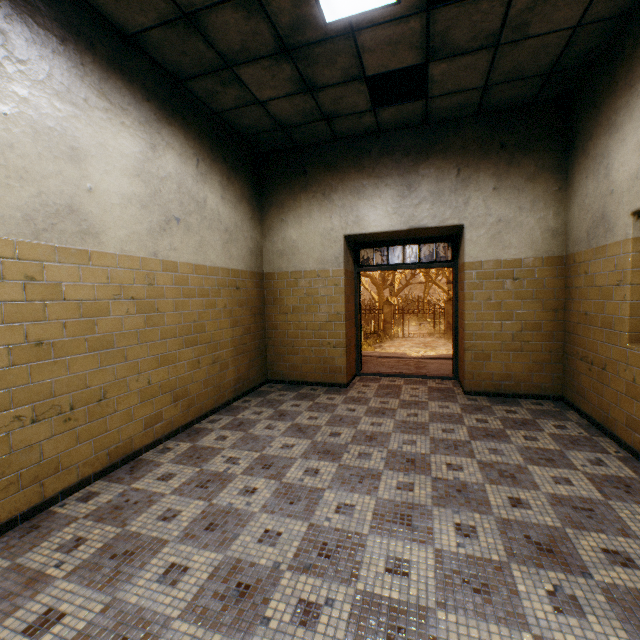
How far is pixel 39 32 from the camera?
2.4m

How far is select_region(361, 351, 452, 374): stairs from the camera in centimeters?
642cm

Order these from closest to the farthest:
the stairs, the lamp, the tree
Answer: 1. the lamp
2. the stairs
3. the tree

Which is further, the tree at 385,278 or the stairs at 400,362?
the tree at 385,278

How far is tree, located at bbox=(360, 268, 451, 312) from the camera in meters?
25.0 m

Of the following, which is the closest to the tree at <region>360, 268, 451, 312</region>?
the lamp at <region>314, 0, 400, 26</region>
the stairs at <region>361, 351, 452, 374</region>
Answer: the stairs at <region>361, 351, 452, 374</region>

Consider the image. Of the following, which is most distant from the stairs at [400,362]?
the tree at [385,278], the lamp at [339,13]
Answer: the tree at [385,278]
